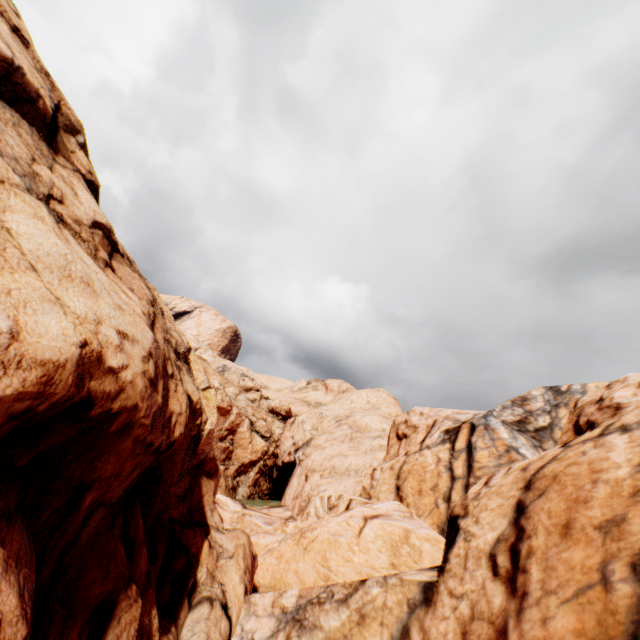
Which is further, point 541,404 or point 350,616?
point 541,404
